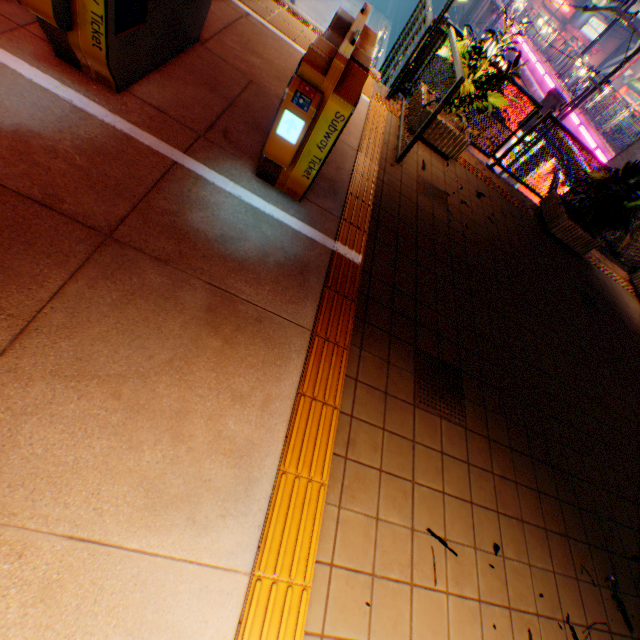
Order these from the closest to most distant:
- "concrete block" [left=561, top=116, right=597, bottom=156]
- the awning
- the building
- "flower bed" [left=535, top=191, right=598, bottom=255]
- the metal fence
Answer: the metal fence → "flower bed" [left=535, top=191, right=598, bottom=255] → "concrete block" [left=561, top=116, right=597, bottom=156] → the awning → the building

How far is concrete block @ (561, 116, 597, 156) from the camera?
13.8m

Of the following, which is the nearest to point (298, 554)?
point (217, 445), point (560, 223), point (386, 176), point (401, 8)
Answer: point (217, 445)

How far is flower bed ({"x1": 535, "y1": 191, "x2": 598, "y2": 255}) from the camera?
6.3m

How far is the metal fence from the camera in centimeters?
390cm

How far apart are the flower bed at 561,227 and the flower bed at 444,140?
2.5m

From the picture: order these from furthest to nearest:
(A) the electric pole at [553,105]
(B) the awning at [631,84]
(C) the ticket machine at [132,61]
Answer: (B) the awning at [631,84] → (A) the electric pole at [553,105] → (C) the ticket machine at [132,61]

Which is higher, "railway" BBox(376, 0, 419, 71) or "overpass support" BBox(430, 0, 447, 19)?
"overpass support" BBox(430, 0, 447, 19)
